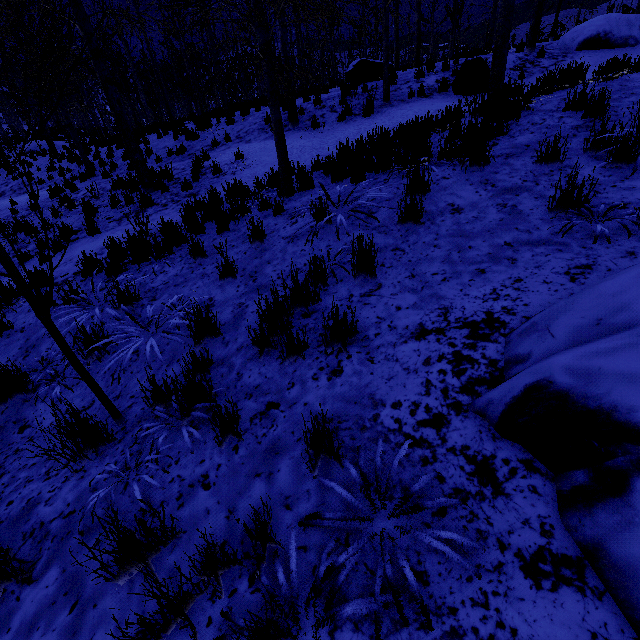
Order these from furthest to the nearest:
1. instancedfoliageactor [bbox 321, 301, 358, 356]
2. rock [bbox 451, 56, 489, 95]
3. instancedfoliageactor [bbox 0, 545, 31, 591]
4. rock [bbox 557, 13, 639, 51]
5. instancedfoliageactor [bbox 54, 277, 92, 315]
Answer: rock [bbox 557, 13, 639, 51] → rock [bbox 451, 56, 489, 95] → instancedfoliageactor [bbox 54, 277, 92, 315] → instancedfoliageactor [bbox 321, 301, 358, 356] → instancedfoliageactor [bbox 0, 545, 31, 591]

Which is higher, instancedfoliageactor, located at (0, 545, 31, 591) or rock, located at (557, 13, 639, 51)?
rock, located at (557, 13, 639, 51)

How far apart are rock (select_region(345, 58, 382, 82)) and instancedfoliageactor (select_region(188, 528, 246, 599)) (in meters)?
14.97

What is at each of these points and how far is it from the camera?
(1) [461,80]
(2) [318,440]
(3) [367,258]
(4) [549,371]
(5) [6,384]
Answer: (1) rock, 9.41m
(2) instancedfoliageactor, 1.84m
(3) instancedfoliageactor, 3.10m
(4) rock, 1.59m
(5) instancedfoliageactor, 3.45m

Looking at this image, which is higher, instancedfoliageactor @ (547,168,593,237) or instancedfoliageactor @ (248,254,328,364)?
instancedfoliageactor @ (547,168,593,237)

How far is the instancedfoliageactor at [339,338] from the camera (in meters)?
2.41

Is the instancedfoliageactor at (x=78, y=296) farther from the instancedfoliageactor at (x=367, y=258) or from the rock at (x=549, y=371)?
the rock at (x=549, y=371)

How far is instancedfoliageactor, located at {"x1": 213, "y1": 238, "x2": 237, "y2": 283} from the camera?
4.0m
